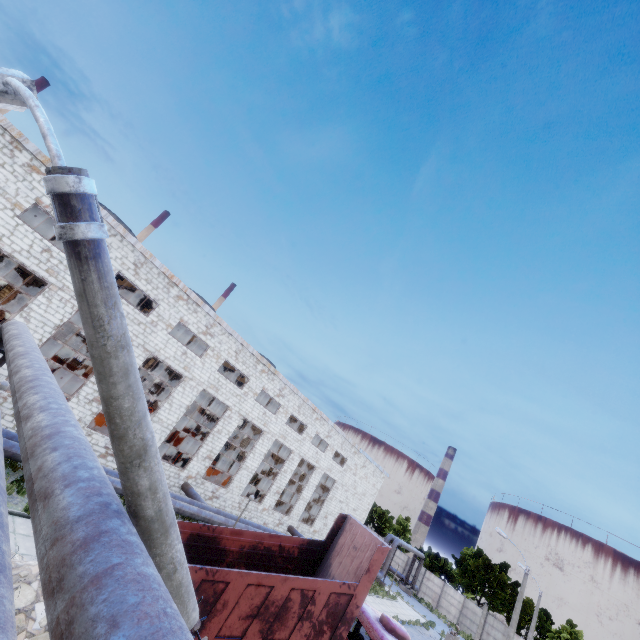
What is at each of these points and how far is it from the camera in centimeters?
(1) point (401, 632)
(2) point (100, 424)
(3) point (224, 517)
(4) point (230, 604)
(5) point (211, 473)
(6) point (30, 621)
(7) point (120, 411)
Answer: (1) truck, 997cm
(2) cable machine, 2078cm
(3) pipe, 2017cm
(4) truck dump body, 783cm
(5) cable machine, 2725cm
(6) concrete debris, 699cm
(7) lamp post, 237cm

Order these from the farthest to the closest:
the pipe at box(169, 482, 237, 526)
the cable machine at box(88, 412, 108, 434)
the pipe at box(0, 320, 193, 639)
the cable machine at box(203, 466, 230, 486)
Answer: the cable machine at box(203, 466, 230, 486), the cable machine at box(88, 412, 108, 434), the pipe at box(169, 482, 237, 526), the pipe at box(0, 320, 193, 639)

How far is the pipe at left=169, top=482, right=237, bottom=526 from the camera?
17.8 meters

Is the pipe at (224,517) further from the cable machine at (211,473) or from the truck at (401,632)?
the truck at (401,632)

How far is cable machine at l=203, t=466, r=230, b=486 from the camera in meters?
27.0 m

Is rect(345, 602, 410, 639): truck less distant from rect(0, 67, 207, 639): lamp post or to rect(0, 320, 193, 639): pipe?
→ rect(0, 67, 207, 639): lamp post

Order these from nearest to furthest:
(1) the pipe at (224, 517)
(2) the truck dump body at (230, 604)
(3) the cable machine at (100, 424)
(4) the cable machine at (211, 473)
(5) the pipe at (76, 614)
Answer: (5) the pipe at (76, 614), (2) the truck dump body at (230, 604), (1) the pipe at (224, 517), (3) the cable machine at (100, 424), (4) the cable machine at (211, 473)

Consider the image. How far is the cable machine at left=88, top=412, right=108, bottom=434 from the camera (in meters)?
20.48
